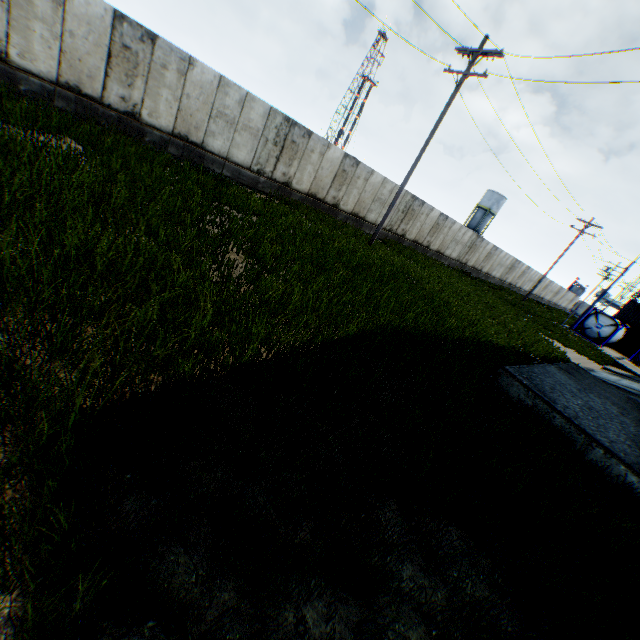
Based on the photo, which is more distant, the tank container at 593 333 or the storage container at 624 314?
the storage container at 624 314

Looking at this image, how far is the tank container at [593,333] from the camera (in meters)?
31.80

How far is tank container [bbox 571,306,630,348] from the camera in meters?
31.8 m

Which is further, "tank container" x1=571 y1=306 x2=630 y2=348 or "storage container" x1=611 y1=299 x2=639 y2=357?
"storage container" x1=611 y1=299 x2=639 y2=357

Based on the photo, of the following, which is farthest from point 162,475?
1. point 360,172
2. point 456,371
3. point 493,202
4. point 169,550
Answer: point 493,202
